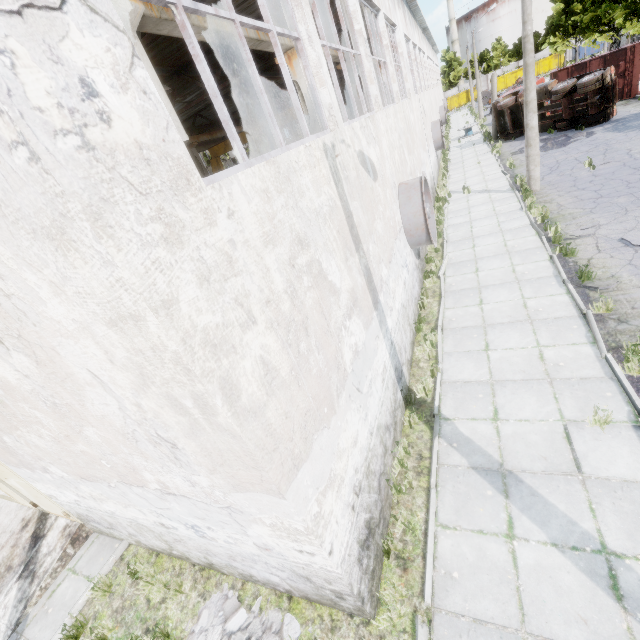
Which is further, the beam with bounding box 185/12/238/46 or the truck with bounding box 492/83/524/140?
the truck with bounding box 492/83/524/140

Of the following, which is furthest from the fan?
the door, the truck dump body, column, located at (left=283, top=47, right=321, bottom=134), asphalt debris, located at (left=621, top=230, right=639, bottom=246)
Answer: the truck dump body

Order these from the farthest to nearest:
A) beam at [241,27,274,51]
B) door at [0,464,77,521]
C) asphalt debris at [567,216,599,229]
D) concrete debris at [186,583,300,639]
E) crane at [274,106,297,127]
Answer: crane at [274,106,297,127], asphalt debris at [567,216,599,229], beam at [241,27,274,51], door at [0,464,77,521], concrete debris at [186,583,300,639]

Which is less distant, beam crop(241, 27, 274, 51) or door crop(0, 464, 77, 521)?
door crop(0, 464, 77, 521)

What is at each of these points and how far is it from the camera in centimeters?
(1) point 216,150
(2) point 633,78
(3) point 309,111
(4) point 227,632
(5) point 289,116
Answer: (1) crane, 2233cm
(2) truck dump body, 2152cm
(3) column, 1201cm
(4) concrete debris, 464cm
(5) crane, 1964cm

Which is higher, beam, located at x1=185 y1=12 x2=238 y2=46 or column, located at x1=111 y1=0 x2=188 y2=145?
beam, located at x1=185 y1=12 x2=238 y2=46

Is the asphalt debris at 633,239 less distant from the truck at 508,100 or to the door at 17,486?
the door at 17,486

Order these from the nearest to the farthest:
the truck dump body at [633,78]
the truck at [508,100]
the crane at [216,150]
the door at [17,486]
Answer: the door at [17,486]
the truck dump body at [633,78]
the crane at [216,150]
the truck at [508,100]
